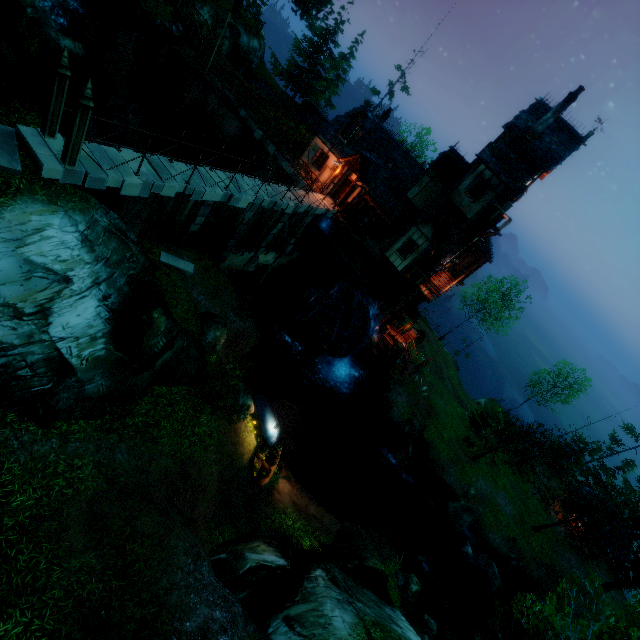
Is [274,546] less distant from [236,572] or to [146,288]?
[236,572]

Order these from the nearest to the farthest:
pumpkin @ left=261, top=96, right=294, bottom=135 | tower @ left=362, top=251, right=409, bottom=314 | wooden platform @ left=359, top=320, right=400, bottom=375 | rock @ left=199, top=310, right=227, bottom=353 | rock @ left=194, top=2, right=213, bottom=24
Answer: rock @ left=199, top=310, right=227, bottom=353, tower @ left=362, top=251, right=409, bottom=314, wooden platform @ left=359, top=320, right=400, bottom=375, rock @ left=194, top=2, right=213, bottom=24, pumpkin @ left=261, top=96, right=294, bottom=135

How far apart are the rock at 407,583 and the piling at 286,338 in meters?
16.1

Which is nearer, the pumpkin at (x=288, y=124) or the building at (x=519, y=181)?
the building at (x=519, y=181)

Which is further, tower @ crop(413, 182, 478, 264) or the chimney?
tower @ crop(413, 182, 478, 264)

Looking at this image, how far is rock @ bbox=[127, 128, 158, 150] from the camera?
22.9 meters

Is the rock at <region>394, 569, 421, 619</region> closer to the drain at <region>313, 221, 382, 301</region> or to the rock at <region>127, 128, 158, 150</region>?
the drain at <region>313, 221, 382, 301</region>

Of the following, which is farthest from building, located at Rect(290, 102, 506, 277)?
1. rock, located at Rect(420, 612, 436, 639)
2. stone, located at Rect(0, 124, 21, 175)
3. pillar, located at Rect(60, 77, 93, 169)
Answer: rock, located at Rect(420, 612, 436, 639)
